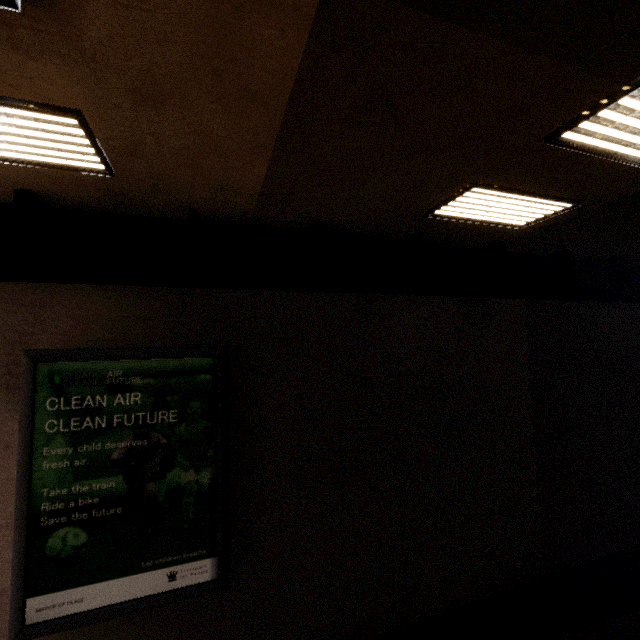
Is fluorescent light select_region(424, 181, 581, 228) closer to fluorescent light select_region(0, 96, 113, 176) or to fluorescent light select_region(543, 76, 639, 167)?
fluorescent light select_region(543, 76, 639, 167)

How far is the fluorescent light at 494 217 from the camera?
4.3m

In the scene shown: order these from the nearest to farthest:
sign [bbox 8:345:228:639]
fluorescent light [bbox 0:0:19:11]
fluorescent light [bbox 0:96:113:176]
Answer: fluorescent light [bbox 0:0:19:11], fluorescent light [bbox 0:96:113:176], sign [bbox 8:345:228:639]

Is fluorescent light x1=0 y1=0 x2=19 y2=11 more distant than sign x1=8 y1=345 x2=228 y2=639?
No

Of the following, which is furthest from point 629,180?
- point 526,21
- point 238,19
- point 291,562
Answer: point 291,562

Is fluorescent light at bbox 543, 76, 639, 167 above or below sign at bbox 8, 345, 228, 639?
above

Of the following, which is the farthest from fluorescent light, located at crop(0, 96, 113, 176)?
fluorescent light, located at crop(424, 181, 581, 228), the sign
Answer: fluorescent light, located at crop(424, 181, 581, 228)

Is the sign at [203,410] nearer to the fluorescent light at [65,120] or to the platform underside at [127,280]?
the platform underside at [127,280]
